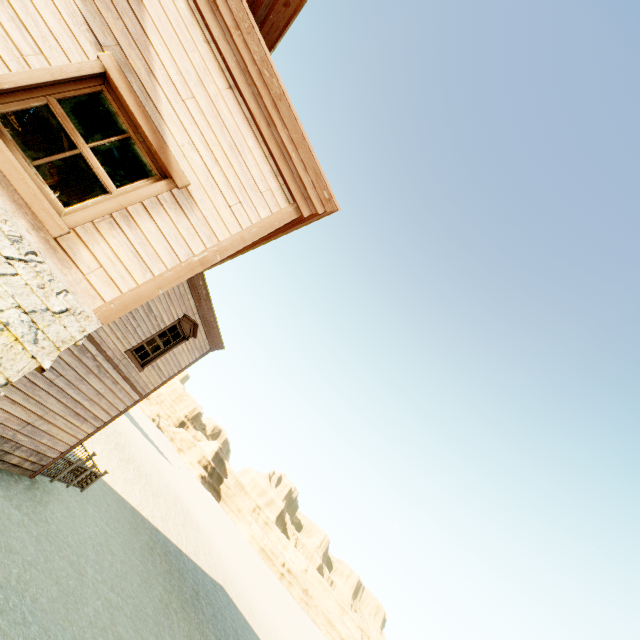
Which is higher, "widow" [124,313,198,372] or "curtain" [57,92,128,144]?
"widow" [124,313,198,372]

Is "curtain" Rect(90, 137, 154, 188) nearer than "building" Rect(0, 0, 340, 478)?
No

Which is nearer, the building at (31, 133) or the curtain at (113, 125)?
the curtain at (113, 125)

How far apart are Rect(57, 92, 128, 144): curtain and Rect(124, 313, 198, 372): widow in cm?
764

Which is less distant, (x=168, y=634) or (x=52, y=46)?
(x=52, y=46)

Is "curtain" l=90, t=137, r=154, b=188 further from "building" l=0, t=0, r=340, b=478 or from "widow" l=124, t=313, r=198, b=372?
"widow" l=124, t=313, r=198, b=372

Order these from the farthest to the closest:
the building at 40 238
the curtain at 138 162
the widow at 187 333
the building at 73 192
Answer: the building at 73 192 → the widow at 187 333 → the curtain at 138 162 → the building at 40 238
